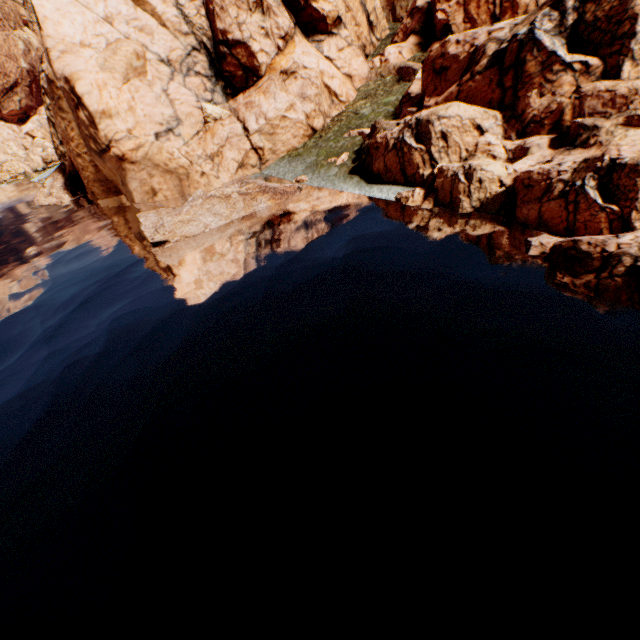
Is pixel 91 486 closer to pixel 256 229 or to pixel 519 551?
pixel 519 551
